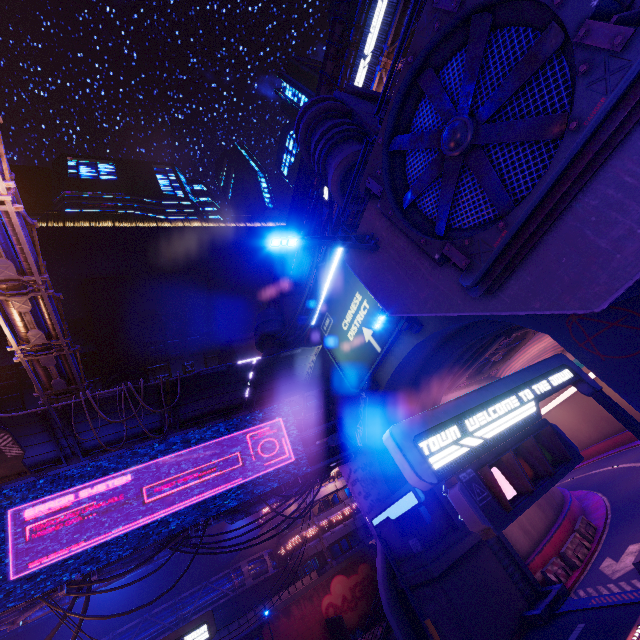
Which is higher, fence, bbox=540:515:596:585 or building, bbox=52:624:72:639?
building, bbox=52:624:72:639

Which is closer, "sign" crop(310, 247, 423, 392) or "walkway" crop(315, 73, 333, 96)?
"sign" crop(310, 247, 423, 392)

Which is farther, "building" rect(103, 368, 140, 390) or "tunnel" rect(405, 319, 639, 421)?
"building" rect(103, 368, 140, 390)

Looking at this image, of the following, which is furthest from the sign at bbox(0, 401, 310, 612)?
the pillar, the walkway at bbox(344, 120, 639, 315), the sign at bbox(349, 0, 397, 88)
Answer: the sign at bbox(349, 0, 397, 88)

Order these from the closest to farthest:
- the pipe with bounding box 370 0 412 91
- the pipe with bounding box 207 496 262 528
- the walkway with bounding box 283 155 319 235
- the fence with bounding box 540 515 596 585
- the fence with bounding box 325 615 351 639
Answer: the pipe with bounding box 207 496 262 528 → the fence with bounding box 540 515 596 585 → the fence with bounding box 325 615 351 639 → the pipe with bounding box 370 0 412 91 → the walkway with bounding box 283 155 319 235

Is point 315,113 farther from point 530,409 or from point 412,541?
point 412,541

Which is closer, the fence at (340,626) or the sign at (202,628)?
the sign at (202,628)

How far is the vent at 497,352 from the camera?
18.36m
